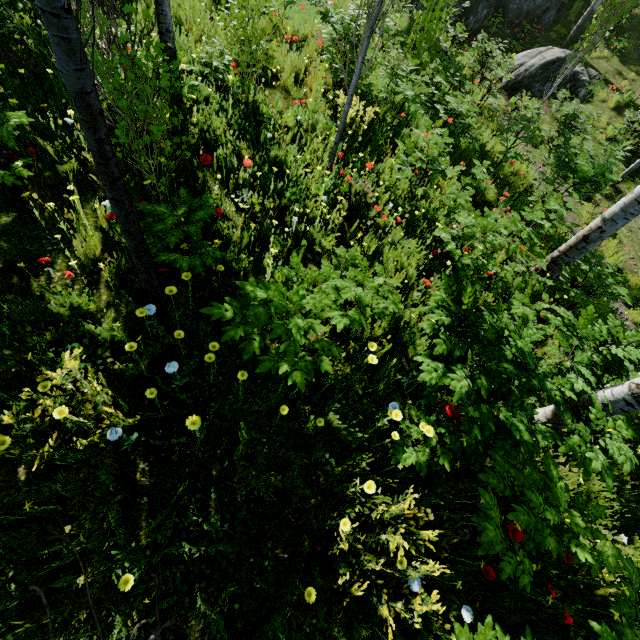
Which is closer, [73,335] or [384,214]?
[73,335]

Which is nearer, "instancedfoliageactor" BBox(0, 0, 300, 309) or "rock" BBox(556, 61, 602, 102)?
"instancedfoliageactor" BBox(0, 0, 300, 309)

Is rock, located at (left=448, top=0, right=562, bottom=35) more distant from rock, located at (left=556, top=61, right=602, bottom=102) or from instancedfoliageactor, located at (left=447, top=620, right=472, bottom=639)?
rock, located at (left=556, top=61, right=602, bottom=102)

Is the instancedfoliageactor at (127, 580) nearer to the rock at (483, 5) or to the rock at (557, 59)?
the rock at (483, 5)

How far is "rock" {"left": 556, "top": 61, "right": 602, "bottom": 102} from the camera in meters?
13.4

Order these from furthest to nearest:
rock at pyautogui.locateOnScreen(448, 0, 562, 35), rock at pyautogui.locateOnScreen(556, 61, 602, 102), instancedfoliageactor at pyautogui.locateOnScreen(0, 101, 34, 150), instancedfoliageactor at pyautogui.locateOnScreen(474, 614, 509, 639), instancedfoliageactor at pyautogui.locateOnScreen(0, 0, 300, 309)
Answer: rock at pyautogui.locateOnScreen(448, 0, 562, 35) → rock at pyautogui.locateOnScreen(556, 61, 602, 102) → instancedfoliageactor at pyautogui.locateOnScreen(0, 101, 34, 150) → instancedfoliageactor at pyautogui.locateOnScreen(474, 614, 509, 639) → instancedfoliageactor at pyautogui.locateOnScreen(0, 0, 300, 309)

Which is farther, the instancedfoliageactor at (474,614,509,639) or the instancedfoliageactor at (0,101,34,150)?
the instancedfoliageactor at (0,101,34,150)
